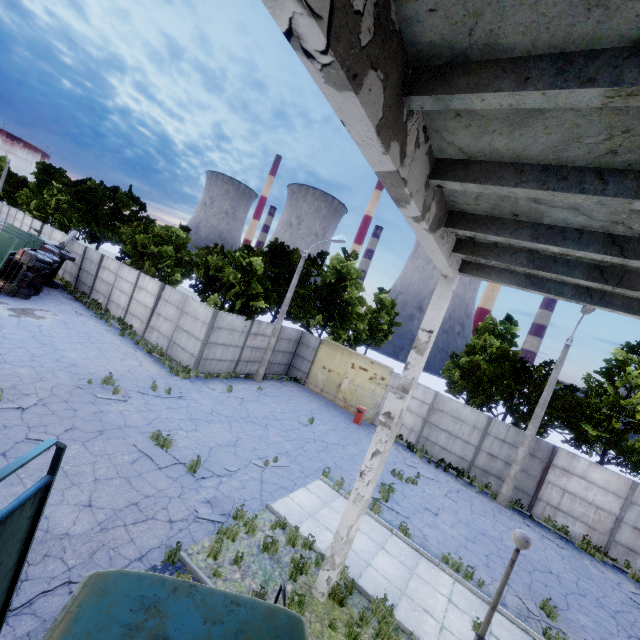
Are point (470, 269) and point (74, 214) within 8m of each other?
no

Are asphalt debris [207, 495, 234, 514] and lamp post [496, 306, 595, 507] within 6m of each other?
no

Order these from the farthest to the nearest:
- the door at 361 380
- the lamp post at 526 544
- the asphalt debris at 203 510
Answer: the door at 361 380 < the asphalt debris at 203 510 < the lamp post at 526 544

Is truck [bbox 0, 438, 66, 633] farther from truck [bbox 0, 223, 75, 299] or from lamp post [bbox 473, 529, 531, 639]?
truck [bbox 0, 223, 75, 299]

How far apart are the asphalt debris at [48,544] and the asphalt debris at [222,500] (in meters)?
1.95

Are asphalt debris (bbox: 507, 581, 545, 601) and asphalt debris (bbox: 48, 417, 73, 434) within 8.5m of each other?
no

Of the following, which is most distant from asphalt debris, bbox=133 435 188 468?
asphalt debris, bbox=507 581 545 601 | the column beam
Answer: asphalt debris, bbox=507 581 545 601

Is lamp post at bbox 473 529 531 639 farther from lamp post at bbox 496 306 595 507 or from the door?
the door
